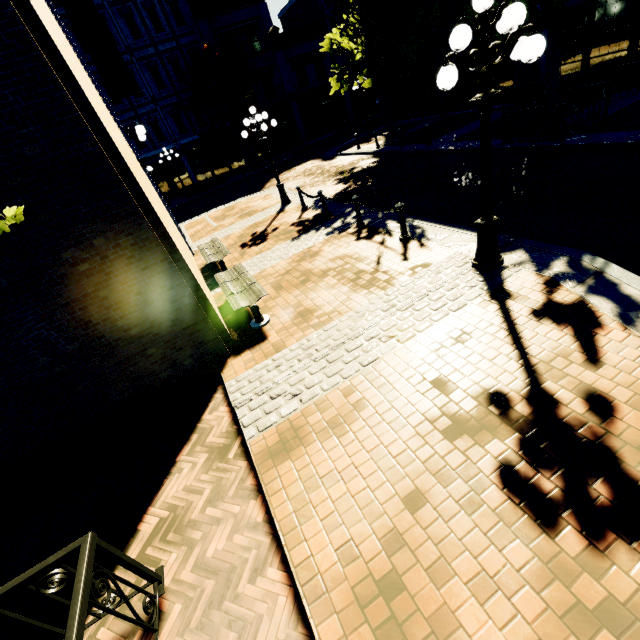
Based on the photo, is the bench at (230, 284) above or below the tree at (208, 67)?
below

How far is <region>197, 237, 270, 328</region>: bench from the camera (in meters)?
6.25

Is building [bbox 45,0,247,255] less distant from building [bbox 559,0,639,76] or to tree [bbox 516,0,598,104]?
tree [bbox 516,0,598,104]

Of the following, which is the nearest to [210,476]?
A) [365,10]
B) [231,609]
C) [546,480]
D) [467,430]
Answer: [231,609]

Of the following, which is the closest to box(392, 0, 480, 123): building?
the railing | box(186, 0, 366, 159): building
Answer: box(186, 0, 366, 159): building

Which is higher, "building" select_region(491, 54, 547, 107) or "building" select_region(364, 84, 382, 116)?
"building" select_region(364, 84, 382, 116)

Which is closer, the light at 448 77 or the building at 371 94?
the light at 448 77

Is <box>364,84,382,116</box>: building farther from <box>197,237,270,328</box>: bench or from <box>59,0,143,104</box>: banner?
<box>197,237,270,328</box>: bench
